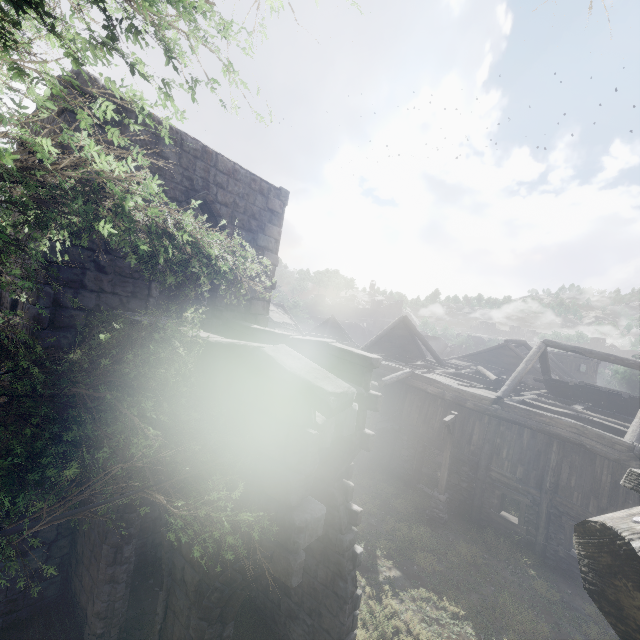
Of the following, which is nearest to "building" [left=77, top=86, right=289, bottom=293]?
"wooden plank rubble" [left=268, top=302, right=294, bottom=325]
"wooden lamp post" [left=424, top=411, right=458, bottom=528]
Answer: "wooden plank rubble" [left=268, top=302, right=294, bottom=325]

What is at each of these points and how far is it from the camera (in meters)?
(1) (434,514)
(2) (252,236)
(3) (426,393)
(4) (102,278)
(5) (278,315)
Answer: (1) wooden lamp post, 13.77
(2) building, 9.88
(3) building, 17.16
(4) building, 6.86
(5) wooden plank rubble, 35.34

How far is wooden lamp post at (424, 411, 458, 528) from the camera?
13.5m

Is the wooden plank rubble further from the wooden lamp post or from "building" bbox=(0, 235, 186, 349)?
the wooden lamp post

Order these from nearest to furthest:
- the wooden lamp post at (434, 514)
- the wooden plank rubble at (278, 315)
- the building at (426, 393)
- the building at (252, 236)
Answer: the building at (426, 393)
the building at (252, 236)
the wooden lamp post at (434, 514)
the wooden plank rubble at (278, 315)

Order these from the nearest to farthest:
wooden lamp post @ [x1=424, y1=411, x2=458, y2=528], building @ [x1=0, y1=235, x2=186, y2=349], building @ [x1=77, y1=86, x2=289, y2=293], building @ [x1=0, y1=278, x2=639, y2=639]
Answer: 1. building @ [x1=0, y1=278, x2=639, y2=639]
2. building @ [x1=0, y1=235, x2=186, y2=349]
3. building @ [x1=77, y1=86, x2=289, y2=293]
4. wooden lamp post @ [x1=424, y1=411, x2=458, y2=528]

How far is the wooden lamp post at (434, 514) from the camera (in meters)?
13.55

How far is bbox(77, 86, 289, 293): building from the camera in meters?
7.2
